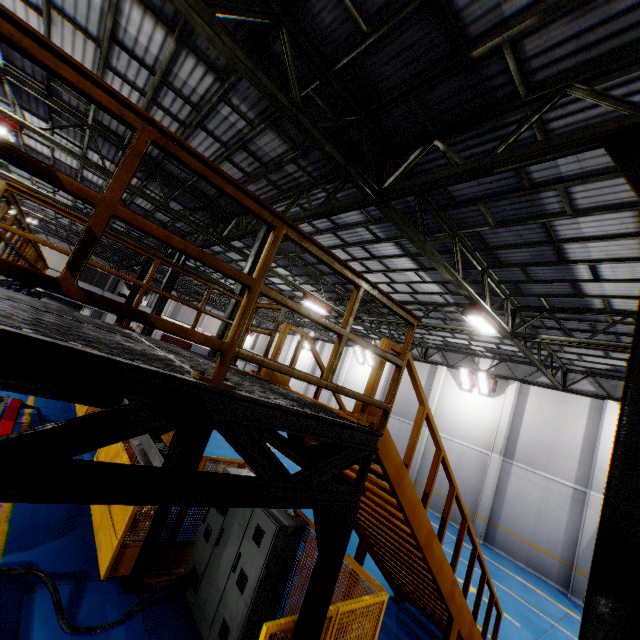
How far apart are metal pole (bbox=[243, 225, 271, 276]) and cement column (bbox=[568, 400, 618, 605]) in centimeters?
1534cm

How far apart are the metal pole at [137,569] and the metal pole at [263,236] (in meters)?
1.44

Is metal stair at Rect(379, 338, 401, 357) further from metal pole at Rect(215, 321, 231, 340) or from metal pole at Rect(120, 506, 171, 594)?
metal pole at Rect(215, 321, 231, 340)

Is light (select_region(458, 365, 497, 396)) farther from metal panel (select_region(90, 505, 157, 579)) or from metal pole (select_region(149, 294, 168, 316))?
metal pole (select_region(149, 294, 168, 316))

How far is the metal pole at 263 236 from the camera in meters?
8.6 m

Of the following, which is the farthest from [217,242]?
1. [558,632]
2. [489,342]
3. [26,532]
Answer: [558,632]

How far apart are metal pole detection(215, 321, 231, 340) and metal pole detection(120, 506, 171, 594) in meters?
1.4

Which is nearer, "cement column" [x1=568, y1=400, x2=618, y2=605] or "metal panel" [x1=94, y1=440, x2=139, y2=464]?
"metal panel" [x1=94, y1=440, x2=139, y2=464]
